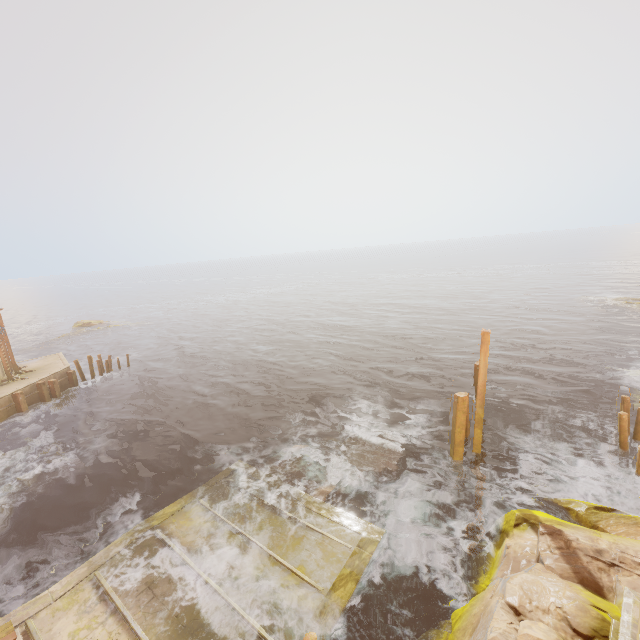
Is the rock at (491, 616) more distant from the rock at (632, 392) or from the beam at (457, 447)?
the rock at (632, 392)

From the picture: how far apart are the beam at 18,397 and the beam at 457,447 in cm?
2527

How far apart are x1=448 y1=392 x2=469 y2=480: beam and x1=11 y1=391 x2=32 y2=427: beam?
25.27m

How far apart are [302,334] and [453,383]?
19.57m

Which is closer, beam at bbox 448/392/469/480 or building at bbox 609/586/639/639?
building at bbox 609/586/639/639

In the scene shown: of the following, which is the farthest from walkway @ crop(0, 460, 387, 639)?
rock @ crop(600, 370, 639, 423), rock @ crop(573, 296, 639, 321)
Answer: rock @ crop(573, 296, 639, 321)

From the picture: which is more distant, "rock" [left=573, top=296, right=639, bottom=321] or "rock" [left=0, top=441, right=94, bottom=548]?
"rock" [left=573, top=296, right=639, bottom=321]

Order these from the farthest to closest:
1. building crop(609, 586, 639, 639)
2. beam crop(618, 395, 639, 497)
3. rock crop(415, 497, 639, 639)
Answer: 1. beam crop(618, 395, 639, 497)
2. rock crop(415, 497, 639, 639)
3. building crop(609, 586, 639, 639)
